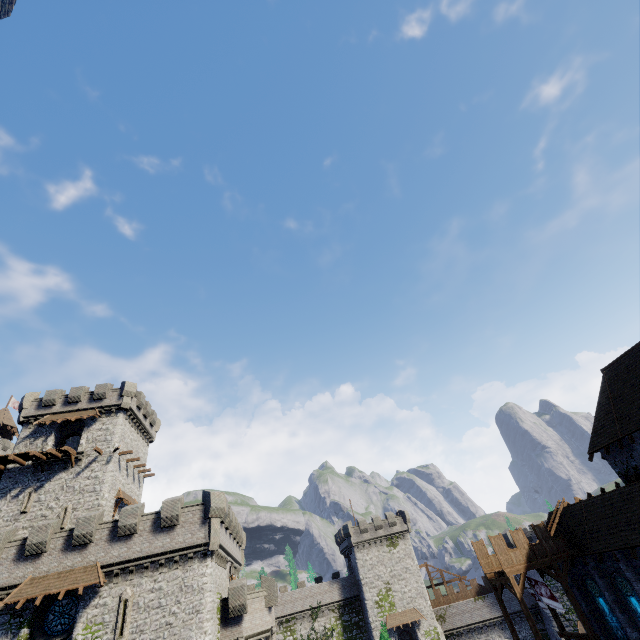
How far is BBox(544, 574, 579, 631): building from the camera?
44.25m

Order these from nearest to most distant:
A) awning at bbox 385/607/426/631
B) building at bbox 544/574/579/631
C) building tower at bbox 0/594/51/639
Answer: building tower at bbox 0/594/51/639, building at bbox 544/574/579/631, awning at bbox 385/607/426/631

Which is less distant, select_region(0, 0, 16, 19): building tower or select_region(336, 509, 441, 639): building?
select_region(0, 0, 16, 19): building tower

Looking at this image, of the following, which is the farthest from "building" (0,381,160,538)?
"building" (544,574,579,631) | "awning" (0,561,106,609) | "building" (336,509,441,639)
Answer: "building" (544,574,579,631)

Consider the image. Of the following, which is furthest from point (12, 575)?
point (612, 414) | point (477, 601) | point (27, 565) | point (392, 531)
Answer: point (477, 601)

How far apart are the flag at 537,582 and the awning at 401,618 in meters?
32.1

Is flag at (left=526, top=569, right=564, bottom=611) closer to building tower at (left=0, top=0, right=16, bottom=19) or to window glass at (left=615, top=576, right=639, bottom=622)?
window glass at (left=615, top=576, right=639, bottom=622)

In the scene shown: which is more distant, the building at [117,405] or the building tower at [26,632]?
the building at [117,405]
